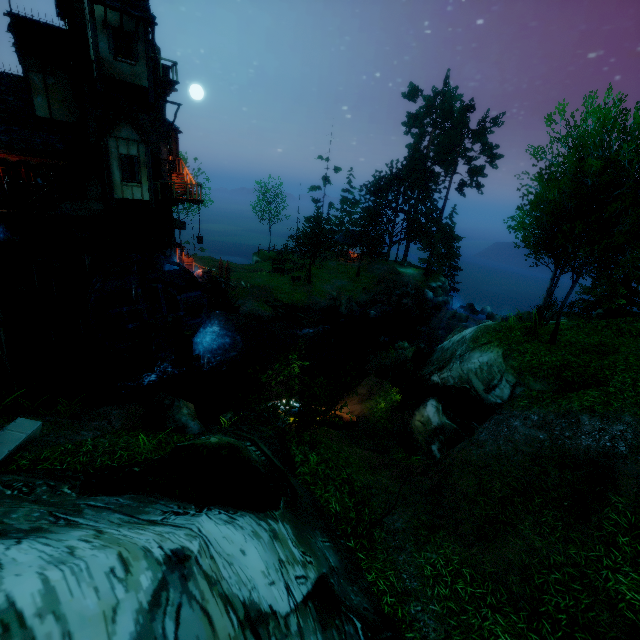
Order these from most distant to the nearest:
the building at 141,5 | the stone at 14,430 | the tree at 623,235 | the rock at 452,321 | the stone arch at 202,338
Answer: the rock at 452,321 < the stone arch at 202,338 < the building at 141,5 < the tree at 623,235 < the stone at 14,430

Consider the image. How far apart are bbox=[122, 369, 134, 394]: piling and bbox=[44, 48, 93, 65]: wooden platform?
15.5 meters

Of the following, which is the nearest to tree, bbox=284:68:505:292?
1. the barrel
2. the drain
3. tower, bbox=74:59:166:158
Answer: tower, bbox=74:59:166:158

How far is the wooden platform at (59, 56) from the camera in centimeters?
1509cm

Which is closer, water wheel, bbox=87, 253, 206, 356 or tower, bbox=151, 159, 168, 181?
water wheel, bbox=87, 253, 206, 356

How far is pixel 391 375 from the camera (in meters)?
19.14

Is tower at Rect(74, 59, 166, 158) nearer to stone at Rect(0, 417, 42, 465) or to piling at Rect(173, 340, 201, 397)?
piling at Rect(173, 340, 201, 397)

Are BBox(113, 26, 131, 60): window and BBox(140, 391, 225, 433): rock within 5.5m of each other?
no
